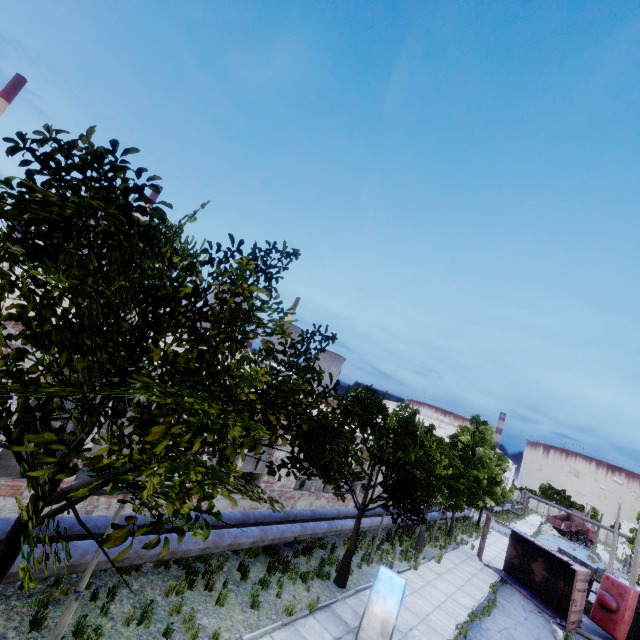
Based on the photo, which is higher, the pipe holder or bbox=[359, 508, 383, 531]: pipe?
bbox=[359, 508, 383, 531]: pipe

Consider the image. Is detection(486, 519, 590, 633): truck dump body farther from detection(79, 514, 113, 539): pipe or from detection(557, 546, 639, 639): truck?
Result: detection(79, 514, 113, 539): pipe

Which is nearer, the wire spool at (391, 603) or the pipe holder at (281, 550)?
the wire spool at (391, 603)

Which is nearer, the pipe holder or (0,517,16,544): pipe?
(0,517,16,544): pipe

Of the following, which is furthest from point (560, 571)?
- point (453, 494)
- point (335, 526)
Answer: point (335, 526)

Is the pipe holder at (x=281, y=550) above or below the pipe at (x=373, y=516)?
below

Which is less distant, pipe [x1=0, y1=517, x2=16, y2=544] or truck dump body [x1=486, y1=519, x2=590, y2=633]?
pipe [x1=0, y1=517, x2=16, y2=544]

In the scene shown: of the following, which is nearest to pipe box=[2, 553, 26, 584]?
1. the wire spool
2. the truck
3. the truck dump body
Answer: the wire spool
